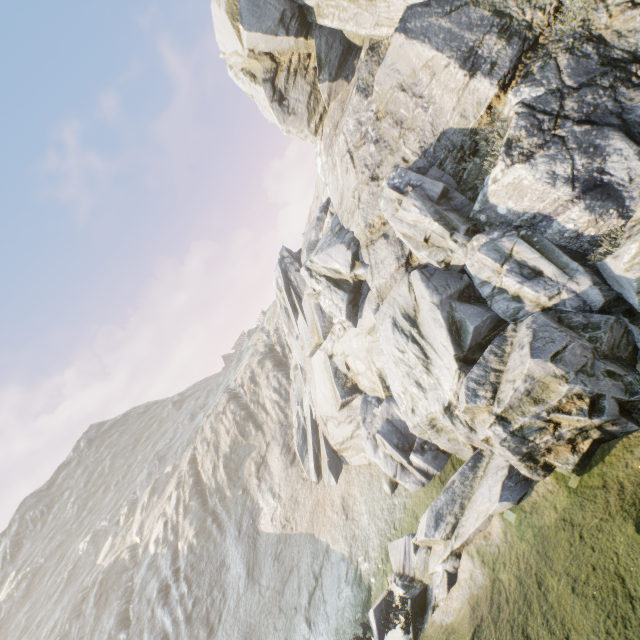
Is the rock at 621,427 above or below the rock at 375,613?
above

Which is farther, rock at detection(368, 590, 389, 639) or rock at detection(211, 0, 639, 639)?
rock at detection(368, 590, 389, 639)

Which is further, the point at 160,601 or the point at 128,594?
the point at 128,594

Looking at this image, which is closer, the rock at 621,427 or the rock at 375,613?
the rock at 621,427

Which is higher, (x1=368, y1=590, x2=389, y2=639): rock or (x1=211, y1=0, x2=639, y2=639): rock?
(x1=211, y1=0, x2=639, y2=639): rock
